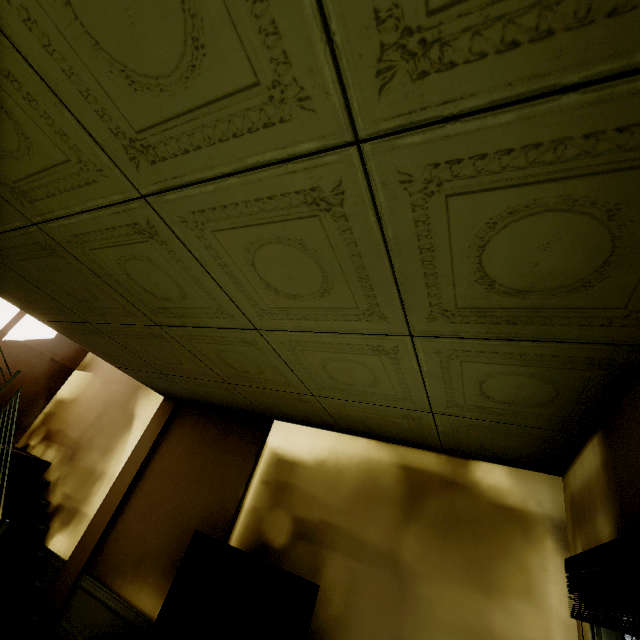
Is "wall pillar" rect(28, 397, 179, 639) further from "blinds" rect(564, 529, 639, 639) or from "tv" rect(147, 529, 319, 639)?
"blinds" rect(564, 529, 639, 639)

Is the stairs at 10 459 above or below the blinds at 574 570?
below

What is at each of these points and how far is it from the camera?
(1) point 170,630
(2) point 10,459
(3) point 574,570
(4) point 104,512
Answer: (1) tv, 2.59m
(2) stairs, 4.53m
(3) blinds, 1.83m
(4) wall pillar, 4.00m

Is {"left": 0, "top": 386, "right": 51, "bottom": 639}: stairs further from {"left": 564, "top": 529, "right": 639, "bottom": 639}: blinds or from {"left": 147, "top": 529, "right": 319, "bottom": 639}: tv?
{"left": 564, "top": 529, "right": 639, "bottom": 639}: blinds

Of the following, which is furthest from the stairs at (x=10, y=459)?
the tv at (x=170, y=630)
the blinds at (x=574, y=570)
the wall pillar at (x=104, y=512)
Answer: the blinds at (x=574, y=570)

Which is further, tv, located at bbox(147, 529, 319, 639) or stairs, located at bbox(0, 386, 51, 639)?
stairs, located at bbox(0, 386, 51, 639)

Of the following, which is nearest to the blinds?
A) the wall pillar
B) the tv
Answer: the tv

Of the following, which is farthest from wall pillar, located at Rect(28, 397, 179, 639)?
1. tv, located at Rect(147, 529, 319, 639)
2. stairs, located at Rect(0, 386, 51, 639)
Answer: tv, located at Rect(147, 529, 319, 639)
